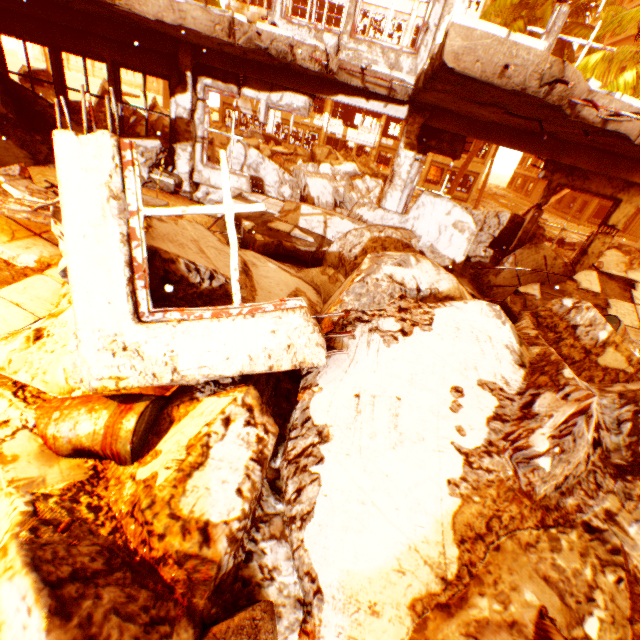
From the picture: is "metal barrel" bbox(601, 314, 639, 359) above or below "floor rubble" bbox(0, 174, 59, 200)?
above

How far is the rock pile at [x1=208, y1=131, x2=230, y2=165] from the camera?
8.48m

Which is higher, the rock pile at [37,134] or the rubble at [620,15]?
the rubble at [620,15]

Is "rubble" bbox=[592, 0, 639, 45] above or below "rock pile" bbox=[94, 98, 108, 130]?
Result: above

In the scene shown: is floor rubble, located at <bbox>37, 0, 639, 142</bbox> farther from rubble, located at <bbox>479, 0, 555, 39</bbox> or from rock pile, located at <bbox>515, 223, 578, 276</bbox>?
rubble, located at <bbox>479, 0, 555, 39</bbox>

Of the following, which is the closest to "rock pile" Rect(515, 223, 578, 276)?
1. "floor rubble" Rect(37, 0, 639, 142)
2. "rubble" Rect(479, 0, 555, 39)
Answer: "rubble" Rect(479, 0, 555, 39)

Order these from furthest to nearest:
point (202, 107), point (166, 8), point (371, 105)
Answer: point (202, 107), point (371, 105), point (166, 8)

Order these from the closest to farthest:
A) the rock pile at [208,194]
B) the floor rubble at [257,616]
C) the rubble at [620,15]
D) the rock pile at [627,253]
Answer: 1. the floor rubble at [257,616]
2. the rock pile at [208,194]
3. the rubble at [620,15]
4. the rock pile at [627,253]
